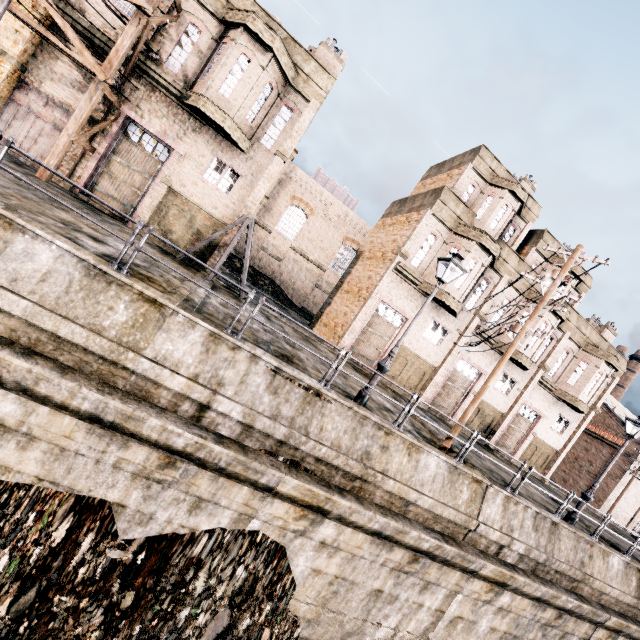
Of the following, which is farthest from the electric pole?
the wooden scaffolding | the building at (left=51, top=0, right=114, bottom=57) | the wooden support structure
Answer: the wooden scaffolding

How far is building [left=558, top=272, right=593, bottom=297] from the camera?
23.1 meters

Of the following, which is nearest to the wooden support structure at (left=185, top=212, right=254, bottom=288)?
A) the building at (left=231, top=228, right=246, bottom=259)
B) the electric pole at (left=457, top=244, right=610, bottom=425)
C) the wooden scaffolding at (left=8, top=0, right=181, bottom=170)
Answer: the wooden scaffolding at (left=8, top=0, right=181, bottom=170)

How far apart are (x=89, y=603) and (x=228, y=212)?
15.77m

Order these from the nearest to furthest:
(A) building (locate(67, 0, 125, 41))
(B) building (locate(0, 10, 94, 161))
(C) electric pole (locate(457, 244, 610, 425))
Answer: (C) electric pole (locate(457, 244, 610, 425)), (B) building (locate(0, 10, 94, 161)), (A) building (locate(67, 0, 125, 41))

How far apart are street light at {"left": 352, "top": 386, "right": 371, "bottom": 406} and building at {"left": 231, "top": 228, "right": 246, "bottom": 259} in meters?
25.9 m

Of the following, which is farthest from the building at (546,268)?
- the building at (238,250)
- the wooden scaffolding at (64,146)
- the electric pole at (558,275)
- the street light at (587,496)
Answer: the wooden scaffolding at (64,146)

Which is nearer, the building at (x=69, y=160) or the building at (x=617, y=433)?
the building at (x=69, y=160)
